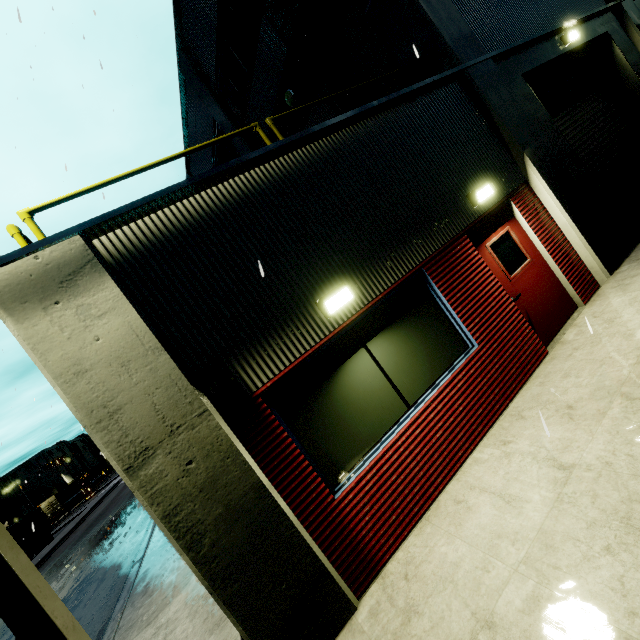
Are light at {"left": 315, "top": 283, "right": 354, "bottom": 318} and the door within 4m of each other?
yes

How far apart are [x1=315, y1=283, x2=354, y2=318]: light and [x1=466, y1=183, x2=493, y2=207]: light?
3.1 meters

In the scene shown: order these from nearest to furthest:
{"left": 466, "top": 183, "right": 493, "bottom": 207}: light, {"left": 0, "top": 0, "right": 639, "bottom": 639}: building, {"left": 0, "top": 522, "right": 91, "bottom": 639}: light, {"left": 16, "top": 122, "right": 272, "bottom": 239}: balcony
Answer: {"left": 0, "top": 522, "right": 91, "bottom": 639}: light → {"left": 0, "top": 0, "right": 639, "bottom": 639}: building → {"left": 16, "top": 122, "right": 272, "bottom": 239}: balcony → {"left": 466, "top": 183, "right": 493, "bottom": 207}: light

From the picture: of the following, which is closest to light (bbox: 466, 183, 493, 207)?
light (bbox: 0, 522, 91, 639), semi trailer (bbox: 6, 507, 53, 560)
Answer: semi trailer (bbox: 6, 507, 53, 560)

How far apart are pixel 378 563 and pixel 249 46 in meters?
13.9 m

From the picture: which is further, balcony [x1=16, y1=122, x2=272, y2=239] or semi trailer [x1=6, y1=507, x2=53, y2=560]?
semi trailer [x1=6, y1=507, x2=53, y2=560]

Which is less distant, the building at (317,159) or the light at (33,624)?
the light at (33,624)

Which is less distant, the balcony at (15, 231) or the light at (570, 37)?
the balcony at (15, 231)
